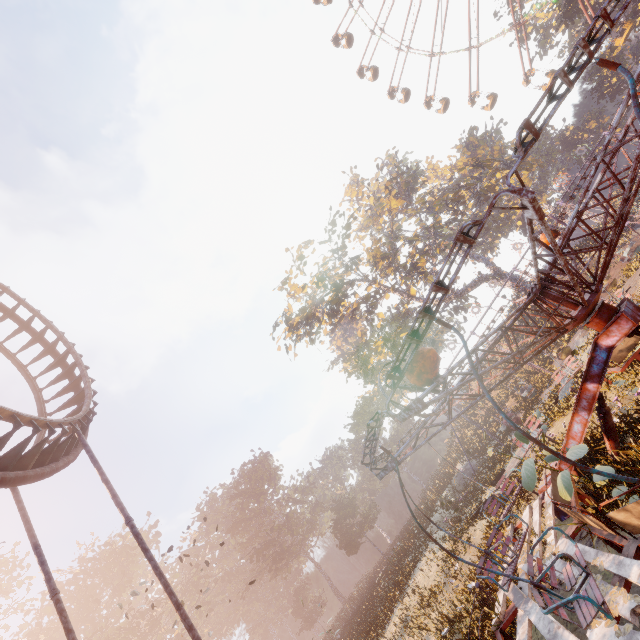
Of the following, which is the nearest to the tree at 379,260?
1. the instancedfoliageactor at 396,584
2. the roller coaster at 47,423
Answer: the instancedfoliageactor at 396,584

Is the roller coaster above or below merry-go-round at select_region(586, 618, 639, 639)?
above

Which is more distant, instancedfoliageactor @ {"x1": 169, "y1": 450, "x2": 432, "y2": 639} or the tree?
the tree

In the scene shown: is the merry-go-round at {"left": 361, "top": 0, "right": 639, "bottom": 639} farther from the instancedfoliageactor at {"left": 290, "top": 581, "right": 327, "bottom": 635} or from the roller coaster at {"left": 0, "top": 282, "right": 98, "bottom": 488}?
the instancedfoliageactor at {"left": 290, "top": 581, "right": 327, "bottom": 635}

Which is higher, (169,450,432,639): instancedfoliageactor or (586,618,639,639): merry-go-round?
(169,450,432,639): instancedfoliageactor

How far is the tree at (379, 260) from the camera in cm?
3378

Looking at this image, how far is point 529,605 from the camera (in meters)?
5.20

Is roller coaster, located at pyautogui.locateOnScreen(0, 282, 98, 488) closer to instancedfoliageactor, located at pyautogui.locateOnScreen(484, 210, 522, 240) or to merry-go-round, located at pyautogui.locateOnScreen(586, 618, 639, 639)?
merry-go-round, located at pyautogui.locateOnScreen(586, 618, 639, 639)
